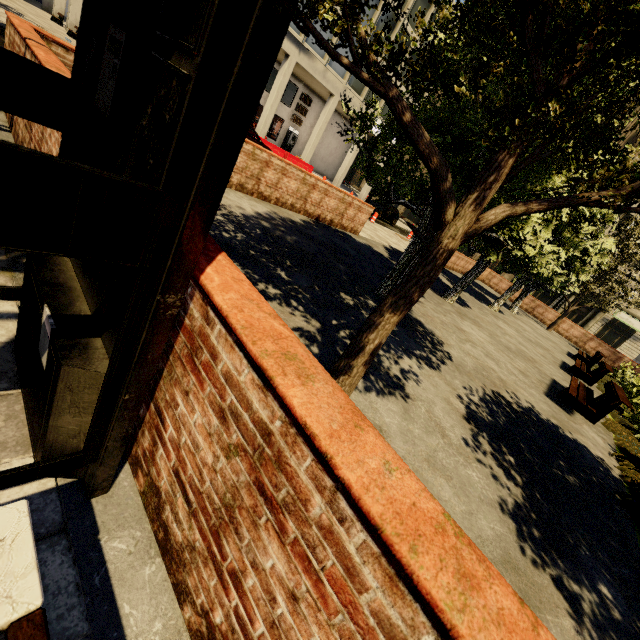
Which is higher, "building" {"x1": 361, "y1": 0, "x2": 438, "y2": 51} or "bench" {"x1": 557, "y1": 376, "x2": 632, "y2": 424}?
"building" {"x1": 361, "y1": 0, "x2": 438, "y2": 51}

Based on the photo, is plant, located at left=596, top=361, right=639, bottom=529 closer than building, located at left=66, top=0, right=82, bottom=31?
Yes

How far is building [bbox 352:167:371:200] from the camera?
34.9 meters

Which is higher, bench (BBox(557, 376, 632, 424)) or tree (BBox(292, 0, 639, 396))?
tree (BBox(292, 0, 639, 396))

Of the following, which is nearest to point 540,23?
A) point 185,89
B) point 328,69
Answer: point 185,89

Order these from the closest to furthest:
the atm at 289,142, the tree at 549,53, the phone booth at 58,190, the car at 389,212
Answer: the phone booth at 58,190, the tree at 549,53, the car at 389,212, the atm at 289,142

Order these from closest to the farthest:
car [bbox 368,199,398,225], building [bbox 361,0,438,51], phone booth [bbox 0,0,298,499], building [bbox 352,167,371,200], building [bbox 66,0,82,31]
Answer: phone booth [bbox 0,0,298,499] < building [bbox 66,0,82,31] < building [bbox 361,0,438,51] < car [bbox 368,199,398,225] < building [bbox 352,167,371,200]

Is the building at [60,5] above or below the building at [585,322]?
below
